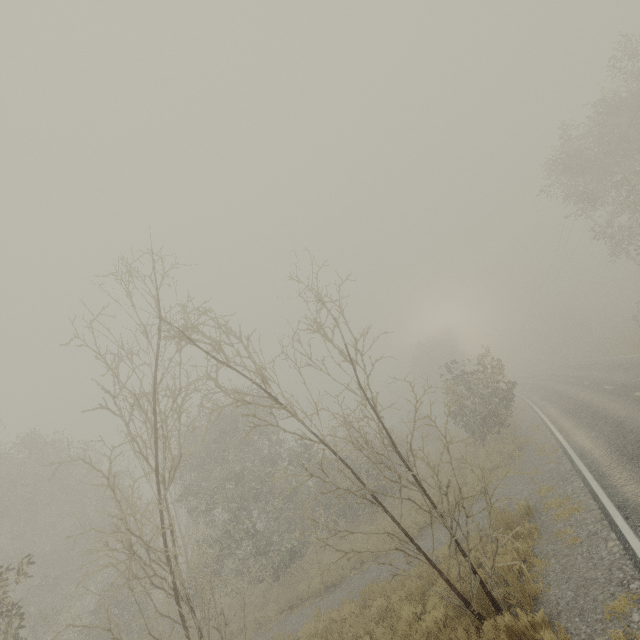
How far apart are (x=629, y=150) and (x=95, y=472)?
39.4m

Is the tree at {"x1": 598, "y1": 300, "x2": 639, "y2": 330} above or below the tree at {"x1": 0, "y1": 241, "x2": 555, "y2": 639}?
below

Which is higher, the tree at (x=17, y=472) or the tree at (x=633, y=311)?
the tree at (x=17, y=472)

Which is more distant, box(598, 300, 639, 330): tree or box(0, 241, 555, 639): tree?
box(598, 300, 639, 330): tree

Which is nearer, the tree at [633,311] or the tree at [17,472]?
the tree at [17,472]
